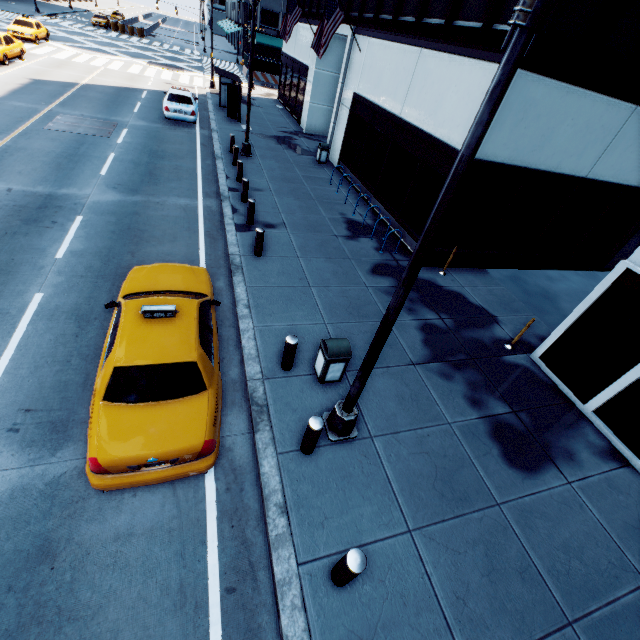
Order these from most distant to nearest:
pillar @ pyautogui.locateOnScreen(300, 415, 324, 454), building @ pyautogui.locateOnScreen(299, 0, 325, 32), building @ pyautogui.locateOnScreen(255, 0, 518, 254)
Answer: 1. building @ pyautogui.locateOnScreen(299, 0, 325, 32)
2. building @ pyautogui.locateOnScreen(255, 0, 518, 254)
3. pillar @ pyautogui.locateOnScreen(300, 415, 324, 454)

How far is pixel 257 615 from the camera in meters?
4.2 m

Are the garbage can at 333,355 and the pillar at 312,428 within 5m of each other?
yes

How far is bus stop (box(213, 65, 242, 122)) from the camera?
20.9 meters

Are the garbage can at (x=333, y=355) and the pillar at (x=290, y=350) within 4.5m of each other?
yes

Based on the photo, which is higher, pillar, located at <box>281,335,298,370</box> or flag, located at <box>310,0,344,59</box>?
flag, located at <box>310,0,344,59</box>

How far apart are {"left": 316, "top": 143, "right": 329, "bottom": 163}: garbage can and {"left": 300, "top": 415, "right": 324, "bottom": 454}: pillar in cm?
1733

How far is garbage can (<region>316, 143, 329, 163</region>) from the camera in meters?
18.4
